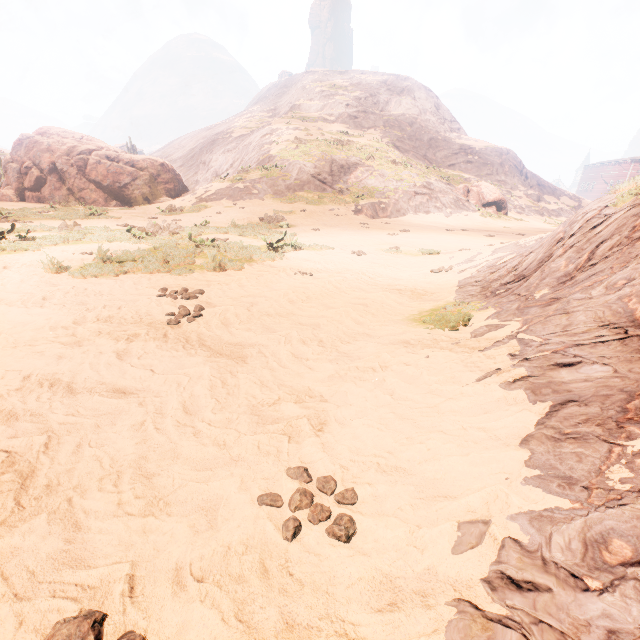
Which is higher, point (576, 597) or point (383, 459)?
point (576, 597)

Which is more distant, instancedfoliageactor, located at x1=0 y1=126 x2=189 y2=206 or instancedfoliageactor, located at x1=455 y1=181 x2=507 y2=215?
instancedfoliageactor, located at x1=455 y1=181 x2=507 y2=215

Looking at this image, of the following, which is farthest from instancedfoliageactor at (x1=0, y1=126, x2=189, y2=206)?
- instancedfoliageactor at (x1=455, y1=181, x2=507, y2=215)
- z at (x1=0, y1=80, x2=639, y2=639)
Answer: instancedfoliageactor at (x1=455, y1=181, x2=507, y2=215)

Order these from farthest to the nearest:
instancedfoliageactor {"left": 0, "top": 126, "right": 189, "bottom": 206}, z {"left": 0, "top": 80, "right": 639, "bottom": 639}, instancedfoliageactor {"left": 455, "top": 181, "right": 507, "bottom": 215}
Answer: instancedfoliageactor {"left": 455, "top": 181, "right": 507, "bottom": 215} < instancedfoliageactor {"left": 0, "top": 126, "right": 189, "bottom": 206} < z {"left": 0, "top": 80, "right": 639, "bottom": 639}

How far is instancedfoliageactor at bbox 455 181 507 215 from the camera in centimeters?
3045cm

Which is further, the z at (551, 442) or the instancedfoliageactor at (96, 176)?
the instancedfoliageactor at (96, 176)

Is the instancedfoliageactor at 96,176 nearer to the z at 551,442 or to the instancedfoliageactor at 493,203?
the z at 551,442
